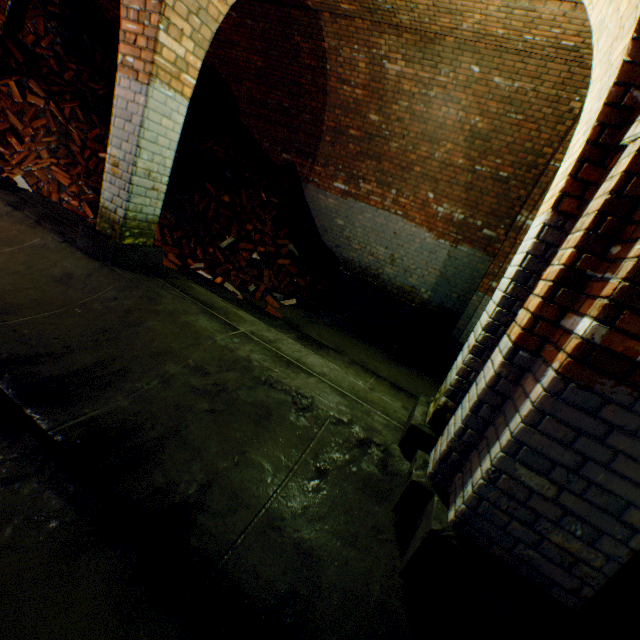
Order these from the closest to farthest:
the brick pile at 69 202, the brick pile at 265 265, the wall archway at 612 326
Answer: the wall archway at 612 326 < the brick pile at 69 202 < the brick pile at 265 265

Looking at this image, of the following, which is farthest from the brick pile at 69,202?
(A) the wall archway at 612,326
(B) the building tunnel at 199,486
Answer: (A) the wall archway at 612,326

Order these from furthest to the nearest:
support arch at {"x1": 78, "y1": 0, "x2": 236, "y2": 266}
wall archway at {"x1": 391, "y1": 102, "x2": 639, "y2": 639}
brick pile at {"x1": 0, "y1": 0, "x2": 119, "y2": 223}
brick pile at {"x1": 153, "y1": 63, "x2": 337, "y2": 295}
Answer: brick pile at {"x1": 153, "y1": 63, "x2": 337, "y2": 295} → brick pile at {"x1": 0, "y1": 0, "x2": 119, "y2": 223} → support arch at {"x1": 78, "y1": 0, "x2": 236, "y2": 266} → wall archway at {"x1": 391, "y1": 102, "x2": 639, "y2": 639}

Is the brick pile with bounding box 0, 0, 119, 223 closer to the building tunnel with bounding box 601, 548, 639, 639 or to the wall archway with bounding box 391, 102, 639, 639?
the building tunnel with bounding box 601, 548, 639, 639

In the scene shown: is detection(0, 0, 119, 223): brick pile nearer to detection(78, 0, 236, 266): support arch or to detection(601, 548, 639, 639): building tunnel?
detection(601, 548, 639, 639): building tunnel

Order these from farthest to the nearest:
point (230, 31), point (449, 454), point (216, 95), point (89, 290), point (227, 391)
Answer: point (216, 95), point (230, 31), point (89, 290), point (227, 391), point (449, 454)

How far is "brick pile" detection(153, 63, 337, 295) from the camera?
6.06m
